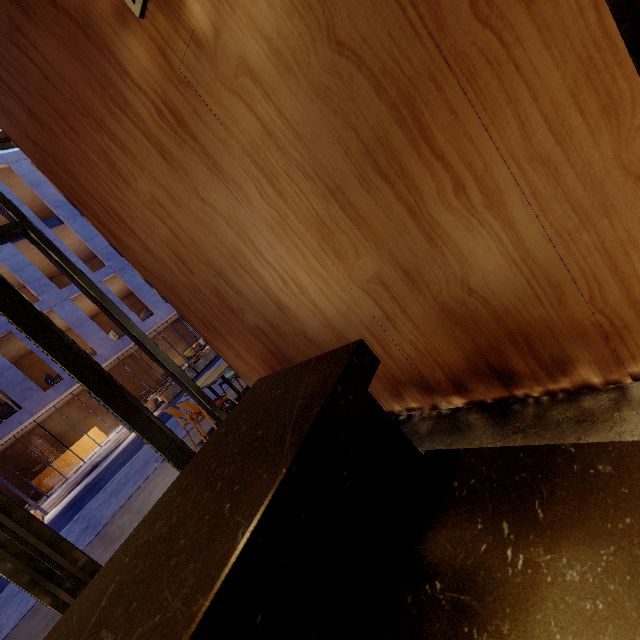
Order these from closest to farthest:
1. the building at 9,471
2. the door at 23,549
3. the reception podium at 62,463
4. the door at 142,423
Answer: the door at 23,549 → the door at 142,423 → the building at 9,471 → the reception podium at 62,463

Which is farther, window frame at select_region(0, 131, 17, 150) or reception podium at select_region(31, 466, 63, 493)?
reception podium at select_region(31, 466, 63, 493)

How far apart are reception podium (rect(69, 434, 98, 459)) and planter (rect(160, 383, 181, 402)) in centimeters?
893cm

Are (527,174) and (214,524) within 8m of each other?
yes

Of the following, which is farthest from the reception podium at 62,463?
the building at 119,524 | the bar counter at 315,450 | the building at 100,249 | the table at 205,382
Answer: the bar counter at 315,450

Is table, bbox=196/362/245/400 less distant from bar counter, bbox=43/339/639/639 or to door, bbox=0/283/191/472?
door, bbox=0/283/191/472

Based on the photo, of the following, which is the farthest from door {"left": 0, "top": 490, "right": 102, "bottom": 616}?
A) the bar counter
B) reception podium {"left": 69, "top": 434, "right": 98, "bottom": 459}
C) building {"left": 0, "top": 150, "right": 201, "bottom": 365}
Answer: reception podium {"left": 69, "top": 434, "right": 98, "bottom": 459}

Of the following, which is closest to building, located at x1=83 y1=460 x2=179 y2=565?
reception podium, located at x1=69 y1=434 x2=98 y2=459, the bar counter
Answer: the bar counter
